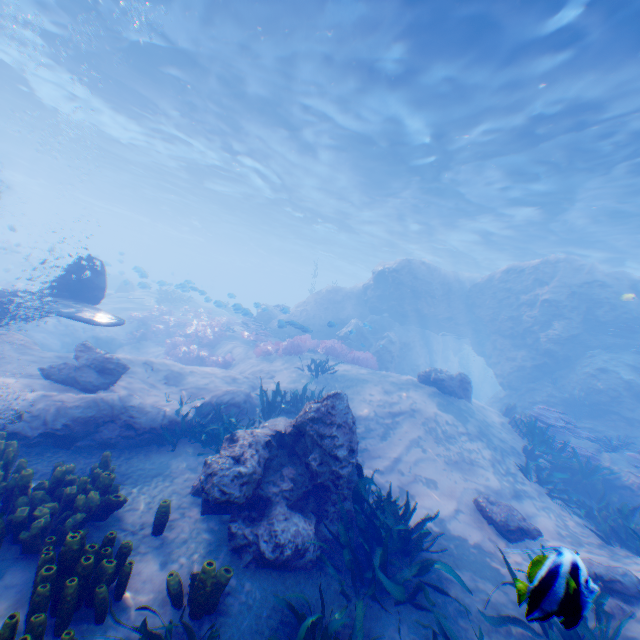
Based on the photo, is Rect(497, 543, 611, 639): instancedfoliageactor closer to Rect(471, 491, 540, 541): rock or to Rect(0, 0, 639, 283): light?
Rect(471, 491, 540, 541): rock

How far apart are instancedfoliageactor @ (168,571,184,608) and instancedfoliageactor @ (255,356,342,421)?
4.6 meters

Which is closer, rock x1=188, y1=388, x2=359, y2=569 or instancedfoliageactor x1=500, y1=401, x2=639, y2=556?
rock x1=188, y1=388, x2=359, y2=569

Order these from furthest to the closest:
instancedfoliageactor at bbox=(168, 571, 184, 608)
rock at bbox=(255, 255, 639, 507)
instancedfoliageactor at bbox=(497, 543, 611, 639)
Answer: rock at bbox=(255, 255, 639, 507) → instancedfoliageactor at bbox=(168, 571, 184, 608) → instancedfoliageactor at bbox=(497, 543, 611, 639)

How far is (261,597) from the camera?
3.90m

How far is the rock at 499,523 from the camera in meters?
6.4 m

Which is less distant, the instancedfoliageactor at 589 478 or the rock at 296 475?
the rock at 296 475

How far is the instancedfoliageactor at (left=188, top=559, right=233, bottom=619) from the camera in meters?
3.4 m
